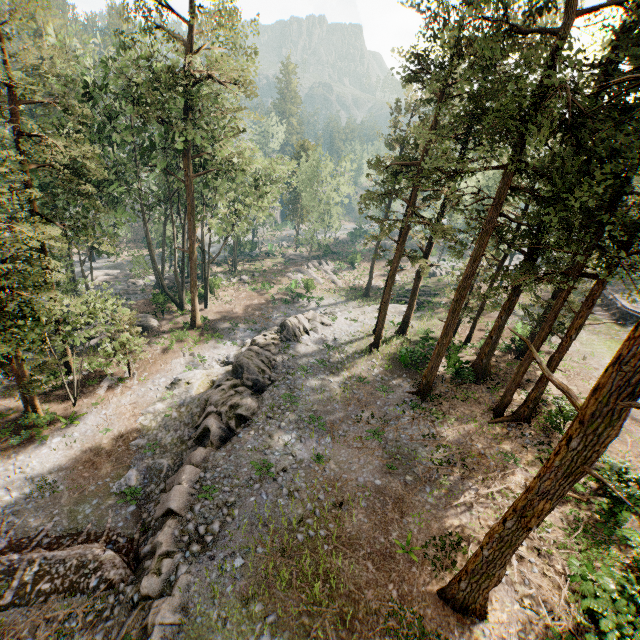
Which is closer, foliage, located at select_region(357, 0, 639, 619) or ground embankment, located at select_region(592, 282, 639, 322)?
foliage, located at select_region(357, 0, 639, 619)

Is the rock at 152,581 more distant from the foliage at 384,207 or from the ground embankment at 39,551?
the foliage at 384,207

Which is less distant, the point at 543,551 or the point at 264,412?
the point at 543,551

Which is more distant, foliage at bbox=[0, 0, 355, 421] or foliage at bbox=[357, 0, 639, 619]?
foliage at bbox=[0, 0, 355, 421]

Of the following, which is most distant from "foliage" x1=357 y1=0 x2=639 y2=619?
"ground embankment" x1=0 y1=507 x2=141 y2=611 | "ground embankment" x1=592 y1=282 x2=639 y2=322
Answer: "ground embankment" x1=592 y1=282 x2=639 y2=322

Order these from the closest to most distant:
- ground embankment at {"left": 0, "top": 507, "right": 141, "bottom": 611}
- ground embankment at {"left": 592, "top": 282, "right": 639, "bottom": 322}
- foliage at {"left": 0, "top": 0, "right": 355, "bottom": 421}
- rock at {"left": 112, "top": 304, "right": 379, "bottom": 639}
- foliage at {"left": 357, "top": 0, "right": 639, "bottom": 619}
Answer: foliage at {"left": 357, "top": 0, "right": 639, "bottom": 619}
rock at {"left": 112, "top": 304, "right": 379, "bottom": 639}
ground embankment at {"left": 0, "top": 507, "right": 141, "bottom": 611}
foliage at {"left": 0, "top": 0, "right": 355, "bottom": 421}
ground embankment at {"left": 592, "top": 282, "right": 639, "bottom": 322}
